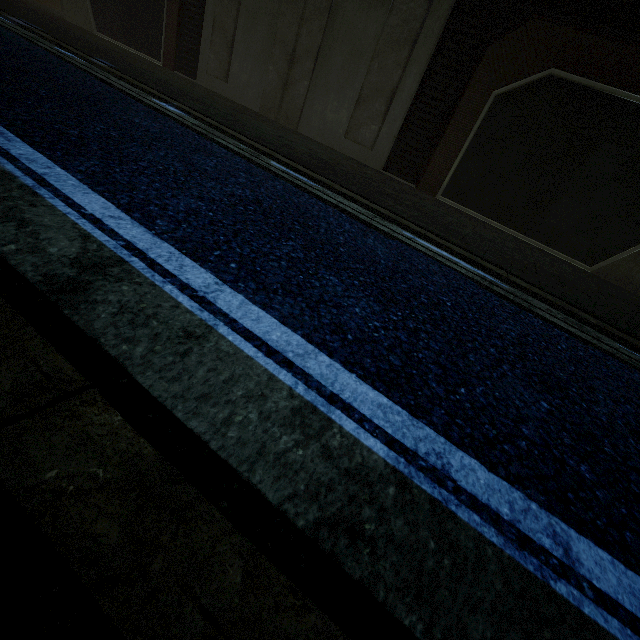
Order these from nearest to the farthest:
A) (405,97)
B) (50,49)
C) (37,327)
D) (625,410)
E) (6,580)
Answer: (6,580), (37,327), (625,410), (50,49), (405,97)
